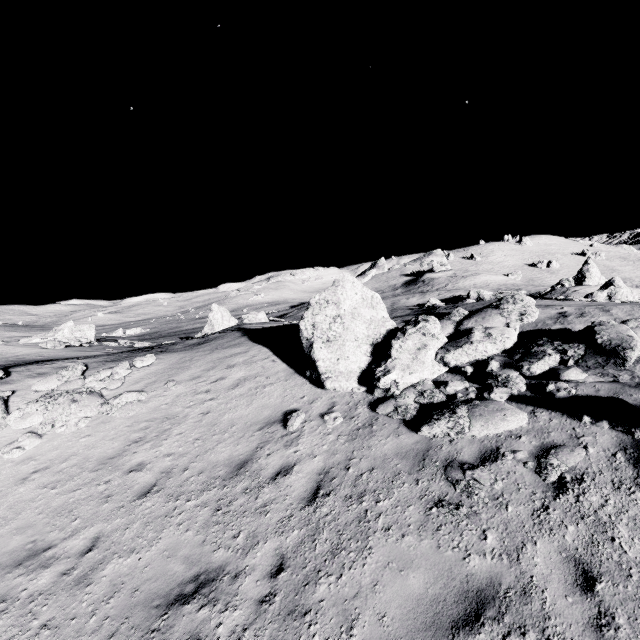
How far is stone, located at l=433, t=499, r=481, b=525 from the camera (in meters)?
4.86

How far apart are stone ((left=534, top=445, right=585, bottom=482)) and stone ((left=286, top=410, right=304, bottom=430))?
5.18m

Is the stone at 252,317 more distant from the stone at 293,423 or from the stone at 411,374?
the stone at 293,423

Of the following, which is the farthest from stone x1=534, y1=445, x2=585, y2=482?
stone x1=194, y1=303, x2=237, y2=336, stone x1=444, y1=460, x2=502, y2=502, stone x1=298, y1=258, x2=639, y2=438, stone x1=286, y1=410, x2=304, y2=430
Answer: stone x1=194, y1=303, x2=237, y2=336

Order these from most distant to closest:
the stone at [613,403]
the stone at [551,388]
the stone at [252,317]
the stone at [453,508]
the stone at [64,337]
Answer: the stone at [252,317], the stone at [64,337], the stone at [551,388], the stone at [613,403], the stone at [453,508]

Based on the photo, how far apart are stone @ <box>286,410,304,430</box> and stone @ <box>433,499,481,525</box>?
3.8 meters

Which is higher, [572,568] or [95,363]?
[95,363]

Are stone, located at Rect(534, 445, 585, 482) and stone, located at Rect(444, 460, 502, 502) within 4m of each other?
yes
